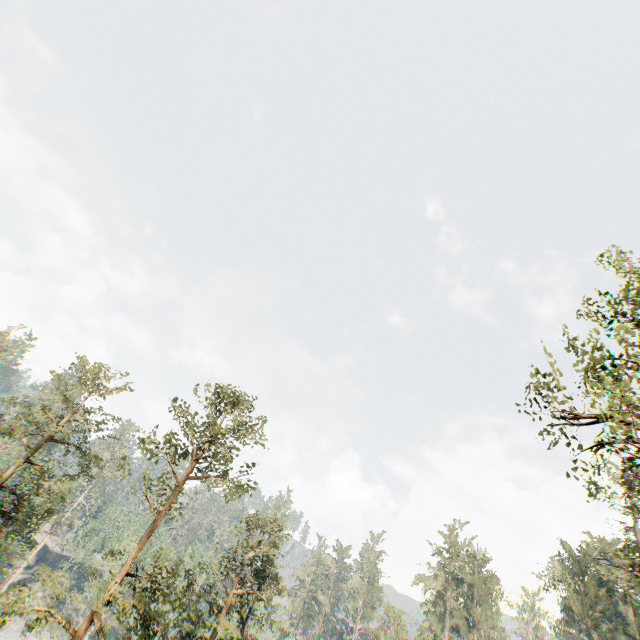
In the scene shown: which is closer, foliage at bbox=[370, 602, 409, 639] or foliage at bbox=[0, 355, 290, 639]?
foliage at bbox=[0, 355, 290, 639]

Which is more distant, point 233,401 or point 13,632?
point 13,632

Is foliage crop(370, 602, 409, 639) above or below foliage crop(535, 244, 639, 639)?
below

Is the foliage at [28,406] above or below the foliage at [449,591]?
below

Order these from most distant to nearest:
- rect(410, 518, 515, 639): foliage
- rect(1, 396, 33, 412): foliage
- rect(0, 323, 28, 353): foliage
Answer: rect(0, 323, 28, 353): foliage → rect(410, 518, 515, 639): foliage → rect(1, 396, 33, 412): foliage

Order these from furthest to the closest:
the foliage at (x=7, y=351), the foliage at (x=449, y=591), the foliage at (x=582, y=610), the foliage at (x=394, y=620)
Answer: the foliage at (x=7, y=351) < the foliage at (x=449, y=591) < the foliage at (x=394, y=620) < the foliage at (x=582, y=610)
